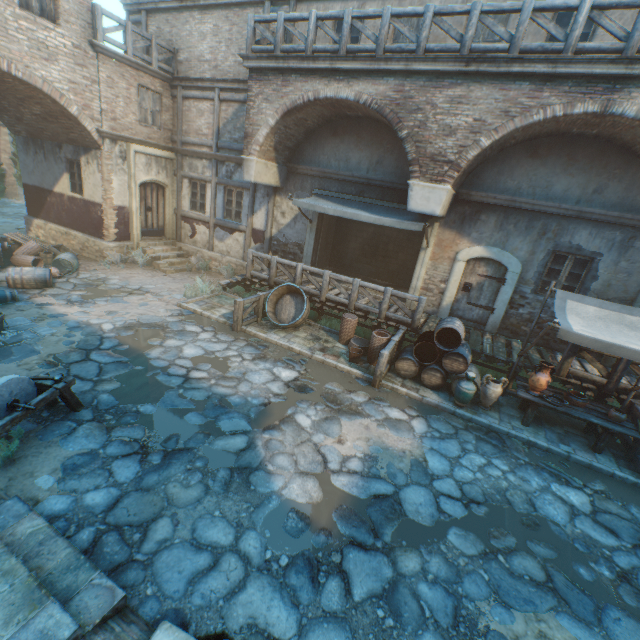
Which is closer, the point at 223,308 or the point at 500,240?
the point at 500,240

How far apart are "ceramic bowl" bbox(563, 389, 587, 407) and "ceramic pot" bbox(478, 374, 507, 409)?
1.2 meters

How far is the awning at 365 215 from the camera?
9.0 meters

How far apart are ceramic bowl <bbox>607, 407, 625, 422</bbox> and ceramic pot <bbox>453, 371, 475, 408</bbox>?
2.7m

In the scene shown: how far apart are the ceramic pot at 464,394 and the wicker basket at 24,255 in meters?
14.1 m

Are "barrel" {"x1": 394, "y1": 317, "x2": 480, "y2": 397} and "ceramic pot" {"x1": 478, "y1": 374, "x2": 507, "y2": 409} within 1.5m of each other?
yes

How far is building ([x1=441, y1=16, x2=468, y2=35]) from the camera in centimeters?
862cm
